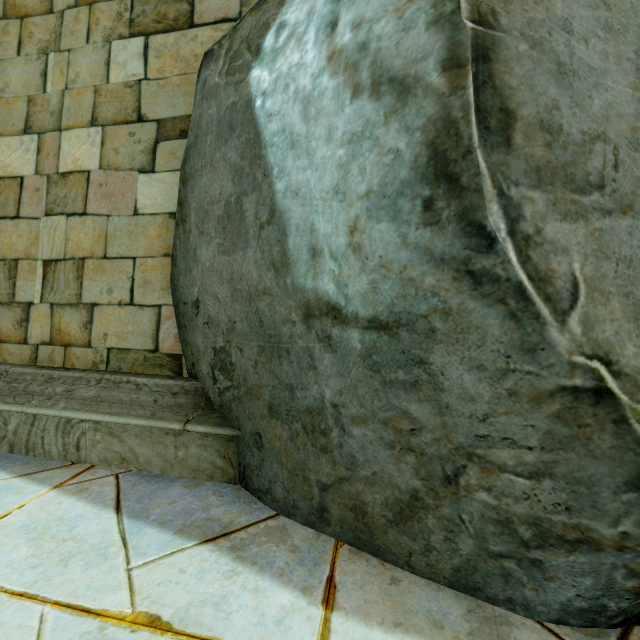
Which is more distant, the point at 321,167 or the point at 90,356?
the point at 90,356
